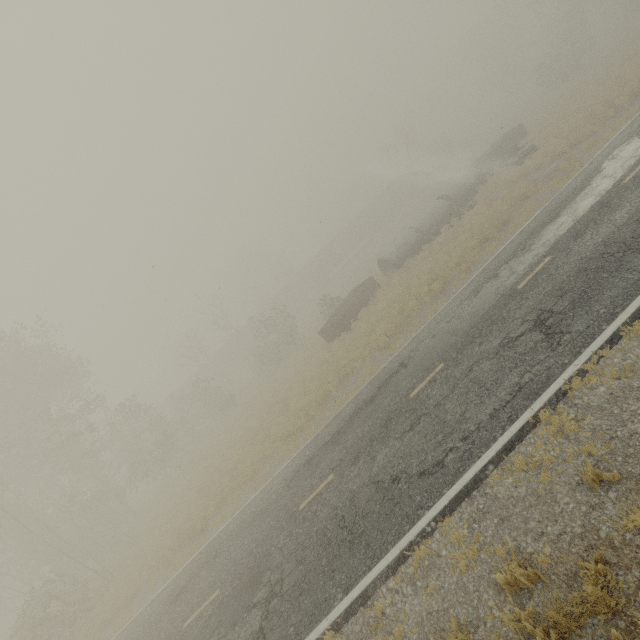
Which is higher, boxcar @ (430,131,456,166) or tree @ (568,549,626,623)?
boxcar @ (430,131,456,166)

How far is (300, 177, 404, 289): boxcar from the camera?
53.09m

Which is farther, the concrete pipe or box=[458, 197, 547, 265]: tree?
the concrete pipe

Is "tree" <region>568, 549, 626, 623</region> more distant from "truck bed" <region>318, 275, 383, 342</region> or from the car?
the car

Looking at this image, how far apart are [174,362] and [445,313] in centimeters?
2925cm

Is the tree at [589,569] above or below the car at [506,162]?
below

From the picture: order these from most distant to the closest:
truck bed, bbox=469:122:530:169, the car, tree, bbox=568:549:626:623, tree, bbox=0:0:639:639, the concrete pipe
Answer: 1. truck bed, bbox=469:122:530:169
2. the concrete pipe
3. the car
4. tree, bbox=0:0:639:639
5. tree, bbox=568:549:626:623

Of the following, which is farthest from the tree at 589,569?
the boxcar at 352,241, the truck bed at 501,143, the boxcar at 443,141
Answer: the boxcar at 443,141
